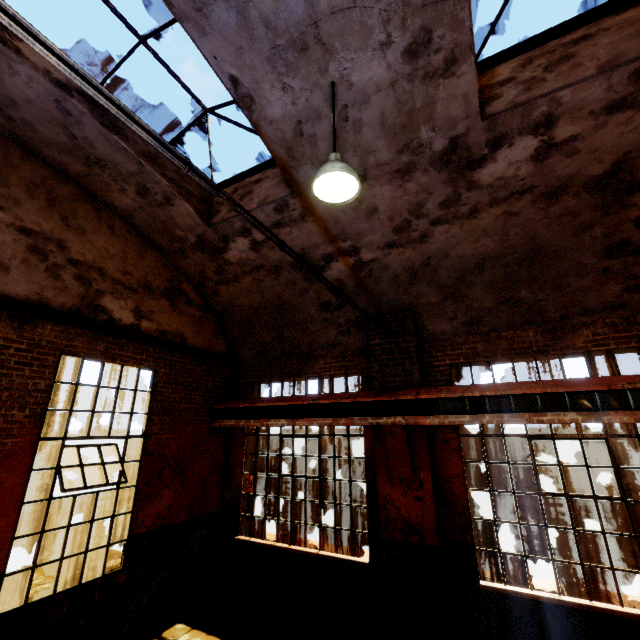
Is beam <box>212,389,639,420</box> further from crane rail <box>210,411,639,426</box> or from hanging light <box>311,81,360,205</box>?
hanging light <box>311,81,360,205</box>

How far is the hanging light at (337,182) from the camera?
3.38m

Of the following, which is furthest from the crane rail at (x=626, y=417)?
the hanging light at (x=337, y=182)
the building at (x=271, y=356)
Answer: the hanging light at (x=337, y=182)

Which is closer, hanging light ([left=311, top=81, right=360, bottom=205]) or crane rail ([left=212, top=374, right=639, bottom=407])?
hanging light ([left=311, top=81, right=360, bottom=205])

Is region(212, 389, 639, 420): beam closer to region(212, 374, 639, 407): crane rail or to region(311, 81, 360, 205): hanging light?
region(212, 374, 639, 407): crane rail

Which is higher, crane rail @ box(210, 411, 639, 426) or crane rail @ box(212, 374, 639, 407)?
crane rail @ box(212, 374, 639, 407)

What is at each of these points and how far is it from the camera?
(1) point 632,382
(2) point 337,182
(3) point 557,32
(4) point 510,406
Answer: (1) crane rail, 4.4 meters
(2) hanging light, 3.5 meters
(3) window frame, 4.1 meters
(4) beam, 5.0 meters

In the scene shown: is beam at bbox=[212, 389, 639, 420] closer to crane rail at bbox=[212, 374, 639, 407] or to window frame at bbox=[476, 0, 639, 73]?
crane rail at bbox=[212, 374, 639, 407]
